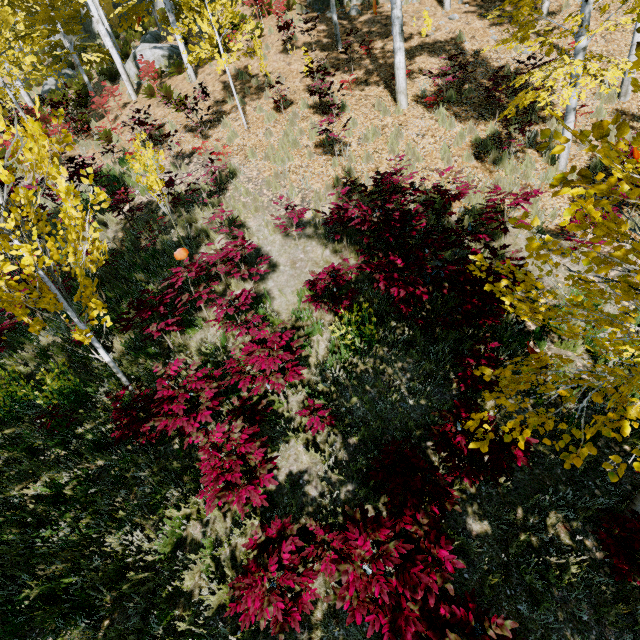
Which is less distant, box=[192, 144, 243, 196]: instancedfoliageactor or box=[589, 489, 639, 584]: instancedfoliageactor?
box=[589, 489, 639, 584]: instancedfoliageactor

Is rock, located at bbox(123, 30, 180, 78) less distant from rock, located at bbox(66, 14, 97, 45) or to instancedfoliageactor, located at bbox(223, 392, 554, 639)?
instancedfoliageactor, located at bbox(223, 392, 554, 639)

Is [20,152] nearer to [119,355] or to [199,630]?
[119,355]

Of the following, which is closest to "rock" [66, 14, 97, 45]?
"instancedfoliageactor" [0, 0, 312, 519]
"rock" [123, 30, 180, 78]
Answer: "instancedfoliageactor" [0, 0, 312, 519]

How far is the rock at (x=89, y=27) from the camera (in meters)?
25.53

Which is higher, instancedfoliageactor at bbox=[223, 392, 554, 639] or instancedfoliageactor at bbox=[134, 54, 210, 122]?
instancedfoliageactor at bbox=[134, 54, 210, 122]

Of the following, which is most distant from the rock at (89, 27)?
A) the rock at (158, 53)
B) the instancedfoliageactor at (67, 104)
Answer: the rock at (158, 53)
